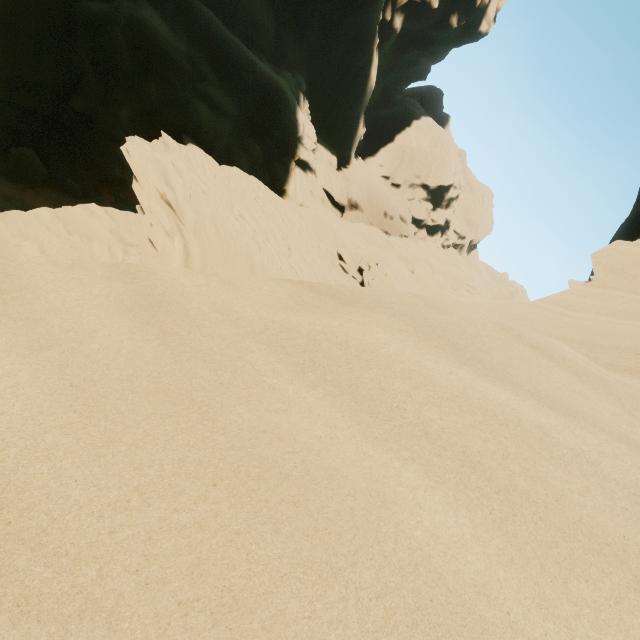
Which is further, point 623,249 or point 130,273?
point 623,249
